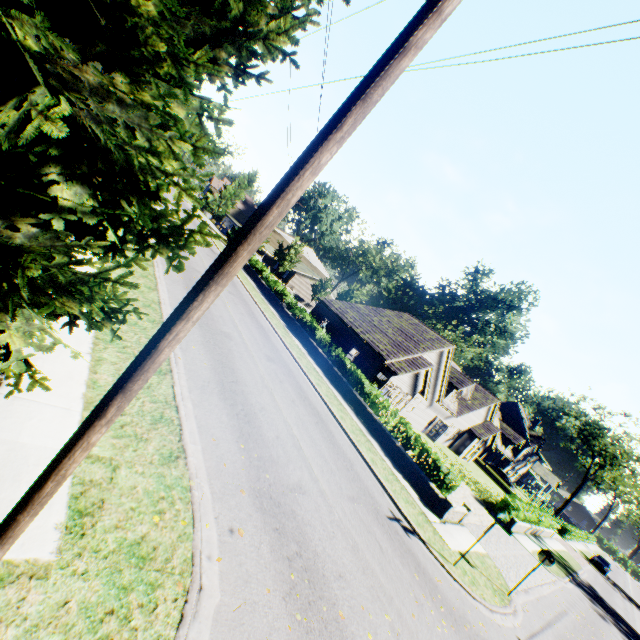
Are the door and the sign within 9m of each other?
no

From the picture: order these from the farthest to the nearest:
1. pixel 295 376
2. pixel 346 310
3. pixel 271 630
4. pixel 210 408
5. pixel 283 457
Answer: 1. pixel 346 310
2. pixel 295 376
3. pixel 283 457
4. pixel 210 408
5. pixel 271 630

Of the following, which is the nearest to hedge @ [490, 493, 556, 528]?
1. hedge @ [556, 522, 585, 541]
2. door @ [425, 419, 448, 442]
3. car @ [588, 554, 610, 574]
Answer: door @ [425, 419, 448, 442]

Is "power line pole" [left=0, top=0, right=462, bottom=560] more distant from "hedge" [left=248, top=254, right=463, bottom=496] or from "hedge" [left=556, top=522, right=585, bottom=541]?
"hedge" [left=556, top=522, right=585, bottom=541]

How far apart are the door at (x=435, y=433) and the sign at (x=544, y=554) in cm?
1941

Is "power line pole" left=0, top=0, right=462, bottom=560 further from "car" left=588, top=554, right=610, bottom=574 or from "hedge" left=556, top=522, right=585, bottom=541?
"car" left=588, top=554, right=610, bottom=574

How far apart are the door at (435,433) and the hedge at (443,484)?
14.4m

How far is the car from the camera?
41.7 meters
